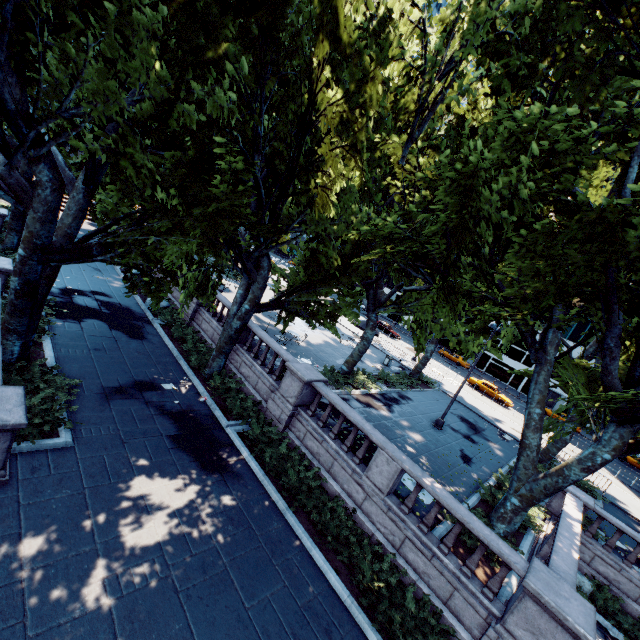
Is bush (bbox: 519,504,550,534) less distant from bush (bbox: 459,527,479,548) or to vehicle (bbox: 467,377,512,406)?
bush (bbox: 459,527,479,548)

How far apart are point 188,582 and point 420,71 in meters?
13.2

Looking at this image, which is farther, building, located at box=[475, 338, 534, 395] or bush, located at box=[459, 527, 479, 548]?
building, located at box=[475, 338, 534, 395]

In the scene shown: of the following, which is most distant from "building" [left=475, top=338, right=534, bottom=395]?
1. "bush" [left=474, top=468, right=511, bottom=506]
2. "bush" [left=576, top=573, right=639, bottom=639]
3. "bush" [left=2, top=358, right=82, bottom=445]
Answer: "bush" [left=2, top=358, right=82, bottom=445]

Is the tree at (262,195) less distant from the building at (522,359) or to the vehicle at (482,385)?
the vehicle at (482,385)

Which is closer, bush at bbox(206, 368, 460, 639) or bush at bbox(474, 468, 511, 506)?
bush at bbox(206, 368, 460, 639)

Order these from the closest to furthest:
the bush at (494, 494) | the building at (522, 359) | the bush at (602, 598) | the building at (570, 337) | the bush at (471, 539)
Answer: the bush at (471, 539) → the bush at (602, 598) → the bush at (494, 494) → the building at (570, 337) → the building at (522, 359)

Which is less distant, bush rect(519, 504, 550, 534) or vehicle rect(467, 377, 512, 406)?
bush rect(519, 504, 550, 534)
